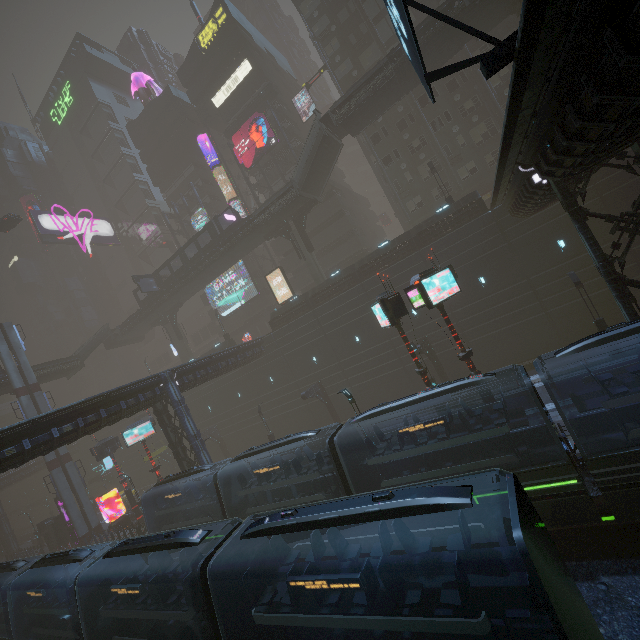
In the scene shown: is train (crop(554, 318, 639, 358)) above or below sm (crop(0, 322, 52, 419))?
below

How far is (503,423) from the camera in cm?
1103

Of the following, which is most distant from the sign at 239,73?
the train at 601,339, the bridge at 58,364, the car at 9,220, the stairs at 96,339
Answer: the train at 601,339

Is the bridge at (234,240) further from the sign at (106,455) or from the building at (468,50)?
the sign at (106,455)

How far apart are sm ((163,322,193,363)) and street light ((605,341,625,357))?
45.7m

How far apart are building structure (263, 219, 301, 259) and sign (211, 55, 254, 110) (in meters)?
22.72

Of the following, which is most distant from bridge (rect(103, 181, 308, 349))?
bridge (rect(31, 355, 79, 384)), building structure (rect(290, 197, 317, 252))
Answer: bridge (rect(31, 355, 79, 384))

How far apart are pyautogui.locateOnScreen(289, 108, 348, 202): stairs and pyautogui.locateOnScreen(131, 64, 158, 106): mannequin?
40.6 meters
